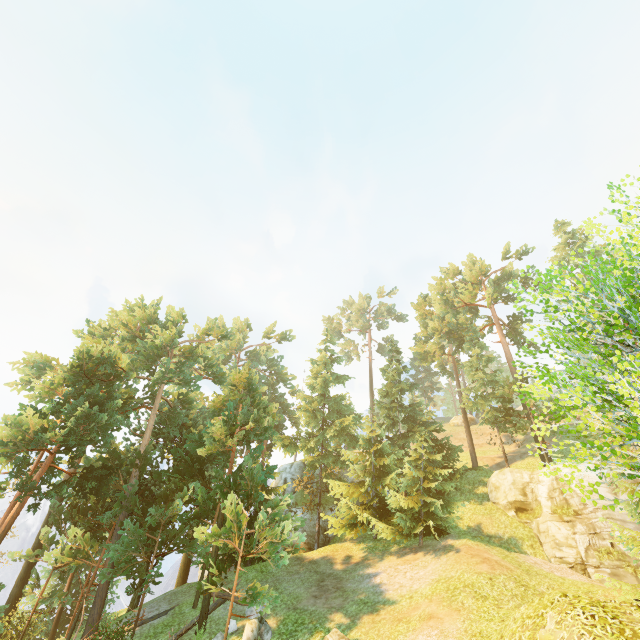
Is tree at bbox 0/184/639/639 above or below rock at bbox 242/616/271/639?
above

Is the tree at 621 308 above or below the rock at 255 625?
above

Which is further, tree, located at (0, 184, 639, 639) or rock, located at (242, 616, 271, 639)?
rock, located at (242, 616, 271, 639)

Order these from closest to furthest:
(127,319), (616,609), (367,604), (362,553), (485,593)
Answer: (616,609)
(485,593)
(367,604)
(362,553)
(127,319)

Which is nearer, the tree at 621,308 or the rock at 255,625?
the tree at 621,308
